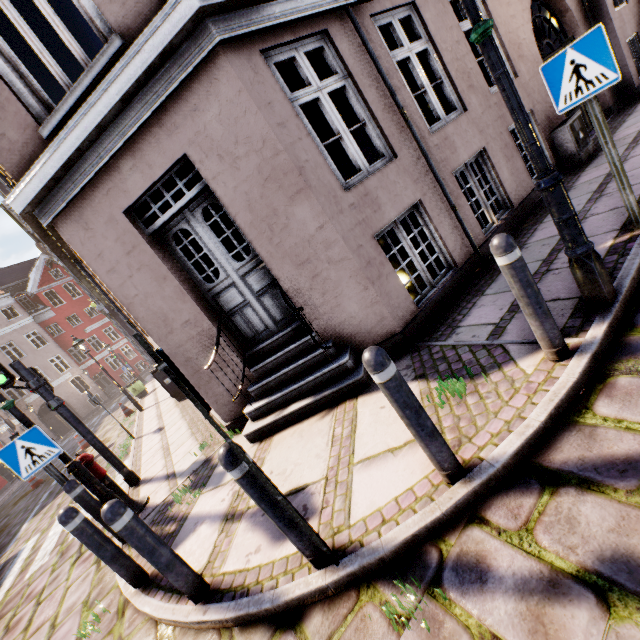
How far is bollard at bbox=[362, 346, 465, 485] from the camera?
1.9m

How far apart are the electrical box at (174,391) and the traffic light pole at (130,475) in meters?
4.2 m

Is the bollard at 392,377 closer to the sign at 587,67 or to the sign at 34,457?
the sign at 587,67

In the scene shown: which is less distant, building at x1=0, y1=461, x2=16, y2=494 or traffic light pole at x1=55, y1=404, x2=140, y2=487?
traffic light pole at x1=55, y1=404, x2=140, y2=487

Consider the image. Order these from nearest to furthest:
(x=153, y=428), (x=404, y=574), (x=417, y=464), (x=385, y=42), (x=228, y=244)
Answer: (x=404, y=574), (x=417, y=464), (x=153, y=428), (x=385, y=42), (x=228, y=244)

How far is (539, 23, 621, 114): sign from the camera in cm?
276

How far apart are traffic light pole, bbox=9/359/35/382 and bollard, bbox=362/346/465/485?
6.22m

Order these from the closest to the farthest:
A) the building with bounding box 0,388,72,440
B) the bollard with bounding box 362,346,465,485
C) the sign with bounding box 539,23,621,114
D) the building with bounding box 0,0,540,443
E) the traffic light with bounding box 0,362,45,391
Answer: the bollard with bounding box 362,346,465,485 → the sign with bounding box 539,23,621,114 → the building with bounding box 0,0,540,443 → the traffic light with bounding box 0,362,45,391 → the building with bounding box 0,388,72,440
